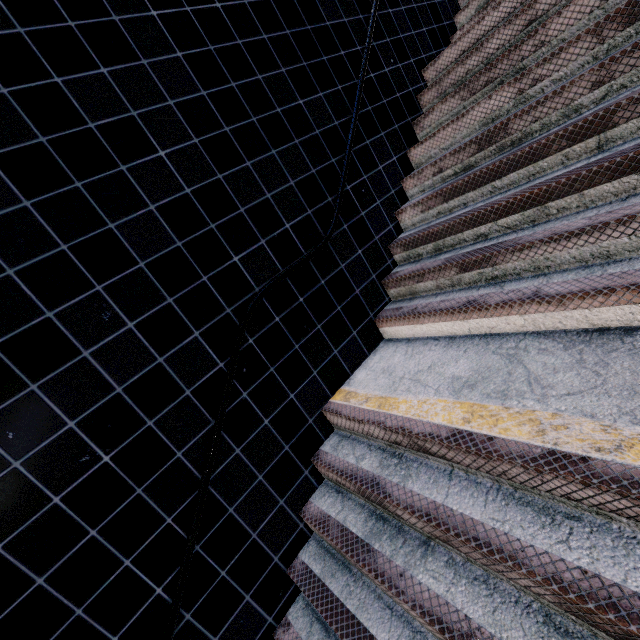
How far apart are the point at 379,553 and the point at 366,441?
0.8m
